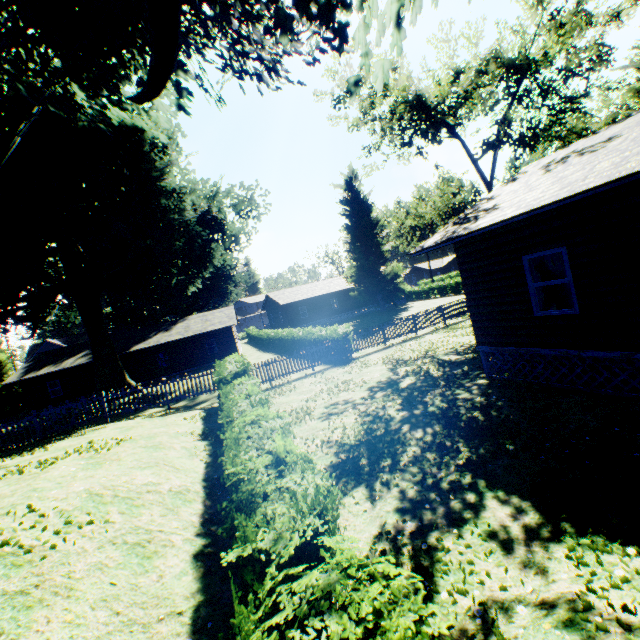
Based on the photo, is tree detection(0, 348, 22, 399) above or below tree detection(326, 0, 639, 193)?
below

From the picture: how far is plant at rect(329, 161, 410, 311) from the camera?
42.9m

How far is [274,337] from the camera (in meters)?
32.59

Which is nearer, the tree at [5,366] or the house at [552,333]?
the house at [552,333]

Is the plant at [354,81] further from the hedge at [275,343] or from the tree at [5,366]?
the hedge at [275,343]

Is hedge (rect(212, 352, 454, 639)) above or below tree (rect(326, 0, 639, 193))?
below

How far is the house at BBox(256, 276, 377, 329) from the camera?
44.25m
